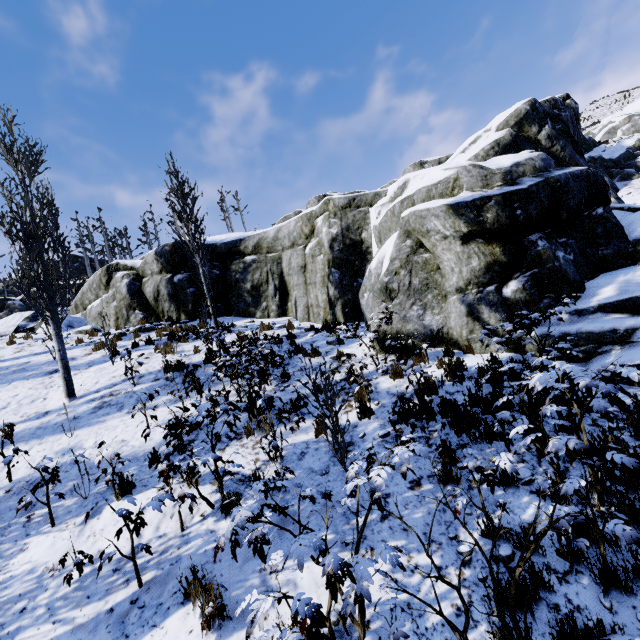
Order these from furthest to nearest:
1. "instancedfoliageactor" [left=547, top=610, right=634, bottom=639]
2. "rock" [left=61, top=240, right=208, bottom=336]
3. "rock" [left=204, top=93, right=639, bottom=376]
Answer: "rock" [left=61, top=240, right=208, bottom=336] < "rock" [left=204, top=93, right=639, bottom=376] < "instancedfoliageactor" [left=547, top=610, right=634, bottom=639]

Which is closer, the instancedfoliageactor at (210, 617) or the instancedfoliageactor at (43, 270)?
the instancedfoliageactor at (210, 617)

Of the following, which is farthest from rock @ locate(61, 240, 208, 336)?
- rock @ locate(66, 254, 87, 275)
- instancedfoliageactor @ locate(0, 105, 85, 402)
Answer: rock @ locate(66, 254, 87, 275)

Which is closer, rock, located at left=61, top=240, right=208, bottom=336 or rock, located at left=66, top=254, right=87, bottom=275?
rock, located at left=61, top=240, right=208, bottom=336

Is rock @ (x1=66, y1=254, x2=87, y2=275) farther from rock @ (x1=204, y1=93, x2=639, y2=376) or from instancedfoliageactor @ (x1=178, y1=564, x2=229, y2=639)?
rock @ (x1=204, y1=93, x2=639, y2=376)

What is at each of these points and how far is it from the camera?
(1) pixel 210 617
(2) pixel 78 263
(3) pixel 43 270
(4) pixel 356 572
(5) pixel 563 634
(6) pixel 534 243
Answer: (1) instancedfoliageactor, 3.14m
(2) rock, 54.66m
(3) instancedfoliageactor, 8.53m
(4) instancedfoliageactor, 2.39m
(5) instancedfoliageactor, 2.65m
(6) rock, 7.19m

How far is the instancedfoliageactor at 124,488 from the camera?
4.82m
